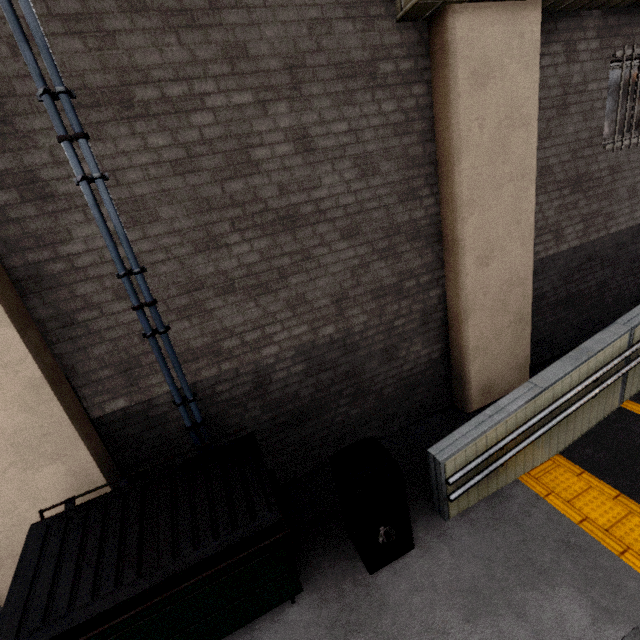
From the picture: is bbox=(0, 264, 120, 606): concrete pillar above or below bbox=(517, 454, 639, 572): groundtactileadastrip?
above

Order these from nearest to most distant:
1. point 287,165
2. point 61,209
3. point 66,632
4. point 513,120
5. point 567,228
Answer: point 66,632
point 61,209
point 287,165
point 513,120
point 567,228

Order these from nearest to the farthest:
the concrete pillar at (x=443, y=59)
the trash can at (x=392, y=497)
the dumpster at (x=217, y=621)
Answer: the dumpster at (x=217, y=621) → the trash can at (x=392, y=497) → the concrete pillar at (x=443, y=59)

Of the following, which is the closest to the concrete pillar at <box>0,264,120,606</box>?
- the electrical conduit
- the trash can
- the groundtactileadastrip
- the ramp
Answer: the electrical conduit

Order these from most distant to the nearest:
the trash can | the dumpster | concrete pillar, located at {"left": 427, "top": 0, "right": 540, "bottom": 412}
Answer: concrete pillar, located at {"left": 427, "top": 0, "right": 540, "bottom": 412} < the trash can < the dumpster

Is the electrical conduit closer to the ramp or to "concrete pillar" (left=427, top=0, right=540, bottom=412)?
the ramp

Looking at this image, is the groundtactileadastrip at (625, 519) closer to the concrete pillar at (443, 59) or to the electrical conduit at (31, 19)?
the concrete pillar at (443, 59)

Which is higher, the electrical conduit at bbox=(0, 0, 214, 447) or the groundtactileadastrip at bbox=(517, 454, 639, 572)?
the electrical conduit at bbox=(0, 0, 214, 447)
